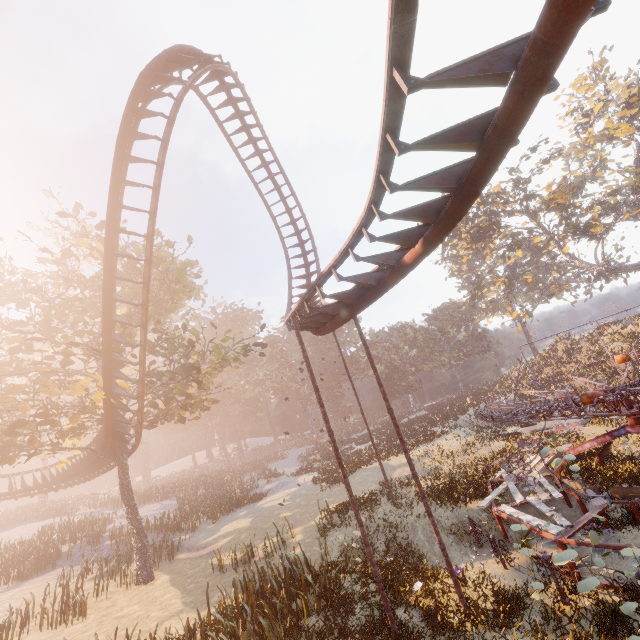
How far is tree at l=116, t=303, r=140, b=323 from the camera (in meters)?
16.88

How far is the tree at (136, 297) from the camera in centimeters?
1663cm

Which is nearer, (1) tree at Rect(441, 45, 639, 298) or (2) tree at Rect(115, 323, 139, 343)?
(2) tree at Rect(115, 323, 139, 343)

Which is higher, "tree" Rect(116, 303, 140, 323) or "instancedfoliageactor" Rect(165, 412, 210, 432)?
"tree" Rect(116, 303, 140, 323)

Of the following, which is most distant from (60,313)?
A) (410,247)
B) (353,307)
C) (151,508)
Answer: (151,508)

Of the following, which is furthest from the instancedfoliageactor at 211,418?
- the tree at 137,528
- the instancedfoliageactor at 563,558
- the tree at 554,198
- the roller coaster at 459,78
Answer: the instancedfoliageactor at 563,558
